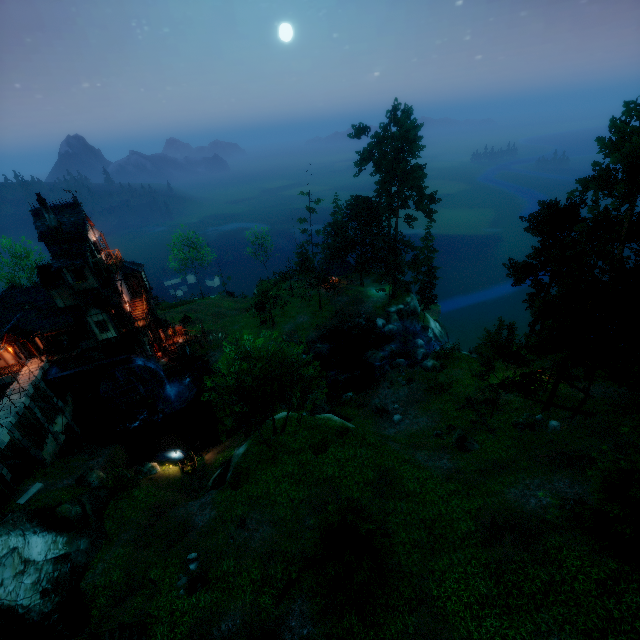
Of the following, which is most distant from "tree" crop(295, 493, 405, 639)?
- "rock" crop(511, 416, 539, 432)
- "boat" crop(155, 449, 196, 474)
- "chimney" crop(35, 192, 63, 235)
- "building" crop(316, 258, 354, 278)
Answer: "chimney" crop(35, 192, 63, 235)

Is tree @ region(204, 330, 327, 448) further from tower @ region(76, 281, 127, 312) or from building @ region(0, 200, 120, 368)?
tower @ region(76, 281, 127, 312)

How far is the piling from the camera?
35.30m

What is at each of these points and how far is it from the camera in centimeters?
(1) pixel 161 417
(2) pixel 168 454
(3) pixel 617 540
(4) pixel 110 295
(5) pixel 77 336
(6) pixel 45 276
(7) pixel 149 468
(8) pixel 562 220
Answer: (1) piling, 3703cm
(2) boat, 3053cm
(3) tree, 1295cm
(4) tower, 3366cm
(5) window, 3381cm
(6) building, 3155cm
(7) rock, 2795cm
(8) tree, 2731cm

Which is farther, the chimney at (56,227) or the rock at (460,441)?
the chimney at (56,227)

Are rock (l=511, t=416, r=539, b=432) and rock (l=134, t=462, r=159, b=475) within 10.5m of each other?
no

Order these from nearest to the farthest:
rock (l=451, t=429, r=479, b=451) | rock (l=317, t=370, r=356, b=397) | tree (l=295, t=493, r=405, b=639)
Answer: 1. tree (l=295, t=493, r=405, b=639)
2. rock (l=451, t=429, r=479, b=451)
3. rock (l=317, t=370, r=356, b=397)

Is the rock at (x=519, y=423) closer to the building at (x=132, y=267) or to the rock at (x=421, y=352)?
the rock at (x=421, y=352)
